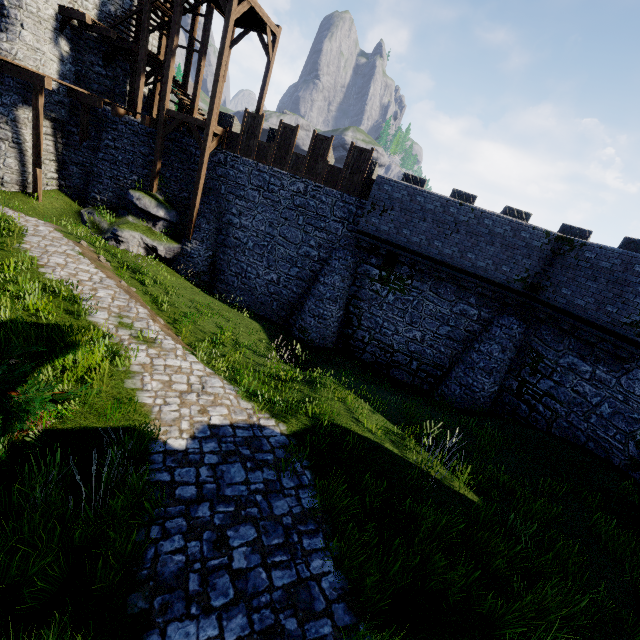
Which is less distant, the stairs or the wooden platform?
the stairs

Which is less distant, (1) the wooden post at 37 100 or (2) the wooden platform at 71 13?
(1) the wooden post at 37 100

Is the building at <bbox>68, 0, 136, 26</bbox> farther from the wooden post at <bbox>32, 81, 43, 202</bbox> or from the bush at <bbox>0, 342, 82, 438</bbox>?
the bush at <bbox>0, 342, 82, 438</bbox>

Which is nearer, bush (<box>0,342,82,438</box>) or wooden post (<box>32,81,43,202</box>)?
bush (<box>0,342,82,438</box>)

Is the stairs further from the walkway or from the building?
the building

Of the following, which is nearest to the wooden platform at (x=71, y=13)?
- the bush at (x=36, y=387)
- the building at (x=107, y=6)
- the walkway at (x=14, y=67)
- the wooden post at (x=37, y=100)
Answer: the building at (x=107, y=6)

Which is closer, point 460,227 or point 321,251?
point 460,227

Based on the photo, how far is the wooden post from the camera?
15.52m
